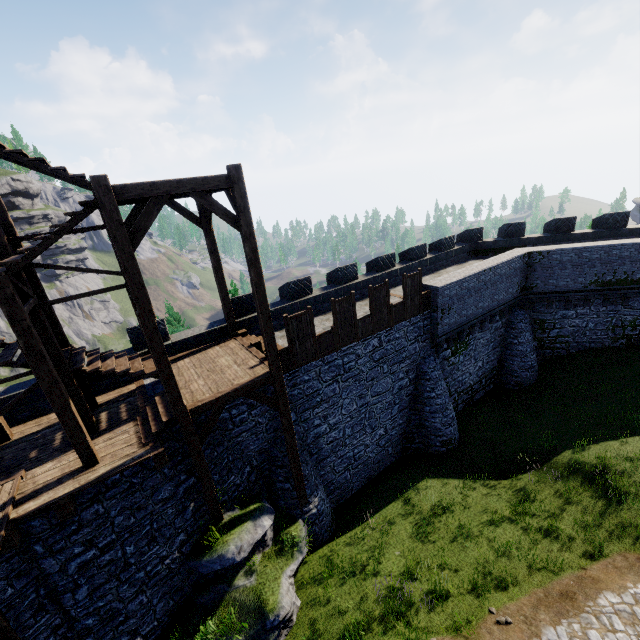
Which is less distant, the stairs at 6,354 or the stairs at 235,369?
the stairs at 6,354

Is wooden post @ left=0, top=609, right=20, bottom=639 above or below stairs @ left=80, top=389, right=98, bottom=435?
below

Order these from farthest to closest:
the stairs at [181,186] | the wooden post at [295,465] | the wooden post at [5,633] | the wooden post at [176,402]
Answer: the wooden post at [295,465] → the wooden post at [176,402] → the wooden post at [5,633] → the stairs at [181,186]

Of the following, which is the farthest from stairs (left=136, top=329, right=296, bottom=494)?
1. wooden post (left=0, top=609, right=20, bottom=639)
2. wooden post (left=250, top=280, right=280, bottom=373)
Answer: wooden post (left=0, top=609, right=20, bottom=639)

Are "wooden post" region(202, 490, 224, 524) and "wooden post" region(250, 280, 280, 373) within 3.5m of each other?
no

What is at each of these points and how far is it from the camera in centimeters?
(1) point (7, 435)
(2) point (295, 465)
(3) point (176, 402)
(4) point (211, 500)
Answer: (1) stairs, 976cm
(2) wooden post, 1166cm
(3) wooden post, 864cm
(4) wooden post, 1002cm

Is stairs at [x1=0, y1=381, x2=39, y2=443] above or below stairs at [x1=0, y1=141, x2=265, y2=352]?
below
